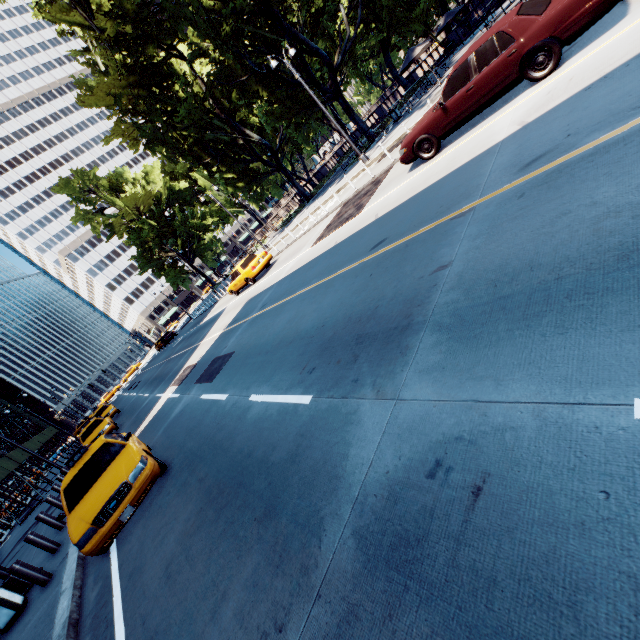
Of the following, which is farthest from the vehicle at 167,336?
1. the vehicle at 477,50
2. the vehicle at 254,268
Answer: the vehicle at 477,50

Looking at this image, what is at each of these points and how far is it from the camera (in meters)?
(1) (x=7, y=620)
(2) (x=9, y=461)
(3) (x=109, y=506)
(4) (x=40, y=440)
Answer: (1) garbage can, 7.19
(2) scaffolding, 24.05
(3) vehicle, 6.10
(4) scaffolding, 35.47

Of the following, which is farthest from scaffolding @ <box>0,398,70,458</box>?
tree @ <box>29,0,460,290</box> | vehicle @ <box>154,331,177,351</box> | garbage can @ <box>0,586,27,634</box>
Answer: tree @ <box>29,0,460,290</box>

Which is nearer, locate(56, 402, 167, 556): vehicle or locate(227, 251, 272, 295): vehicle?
locate(56, 402, 167, 556): vehicle

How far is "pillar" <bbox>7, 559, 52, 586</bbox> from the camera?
A: 7.29m

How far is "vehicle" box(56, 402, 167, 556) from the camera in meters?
5.9 m

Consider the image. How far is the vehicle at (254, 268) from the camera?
19.09m

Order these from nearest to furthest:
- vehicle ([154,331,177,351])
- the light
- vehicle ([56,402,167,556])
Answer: vehicle ([56,402,167,556]) < the light < vehicle ([154,331,177,351])
